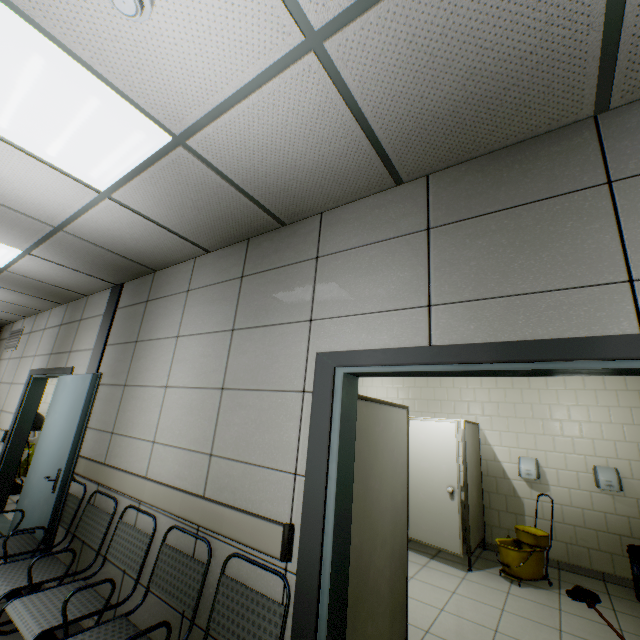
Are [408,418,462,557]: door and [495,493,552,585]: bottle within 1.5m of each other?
yes

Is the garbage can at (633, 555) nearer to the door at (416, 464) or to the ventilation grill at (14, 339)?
the door at (416, 464)

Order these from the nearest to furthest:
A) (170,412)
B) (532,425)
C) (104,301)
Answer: (170,412) < (104,301) < (532,425)

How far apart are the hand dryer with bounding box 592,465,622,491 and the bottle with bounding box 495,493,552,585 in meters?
1.1

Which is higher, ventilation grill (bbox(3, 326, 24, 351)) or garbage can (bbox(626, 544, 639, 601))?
ventilation grill (bbox(3, 326, 24, 351))

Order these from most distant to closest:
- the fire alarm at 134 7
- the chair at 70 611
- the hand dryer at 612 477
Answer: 1. the hand dryer at 612 477
2. the chair at 70 611
3. the fire alarm at 134 7

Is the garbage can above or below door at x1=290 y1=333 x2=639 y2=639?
below

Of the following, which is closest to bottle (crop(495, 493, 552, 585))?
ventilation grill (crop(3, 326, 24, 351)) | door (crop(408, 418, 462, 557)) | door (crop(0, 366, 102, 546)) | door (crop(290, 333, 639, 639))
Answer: door (crop(408, 418, 462, 557))
